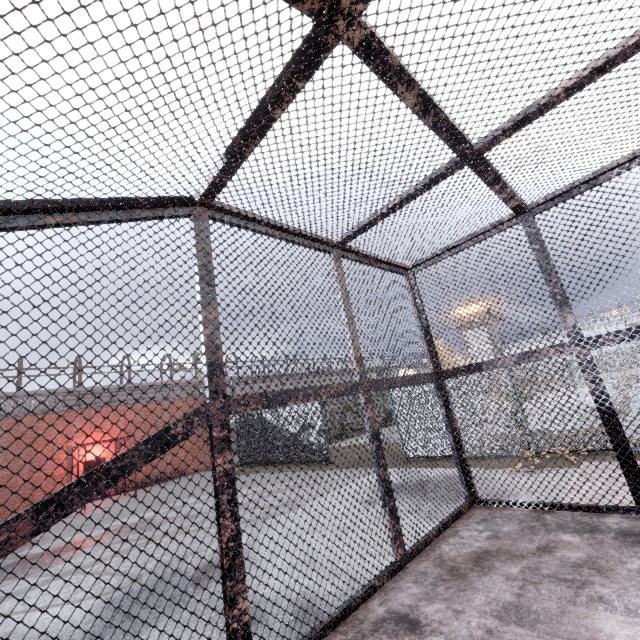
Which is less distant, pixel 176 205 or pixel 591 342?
pixel 176 205

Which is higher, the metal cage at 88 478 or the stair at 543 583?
Answer: the metal cage at 88 478

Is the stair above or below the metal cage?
below
